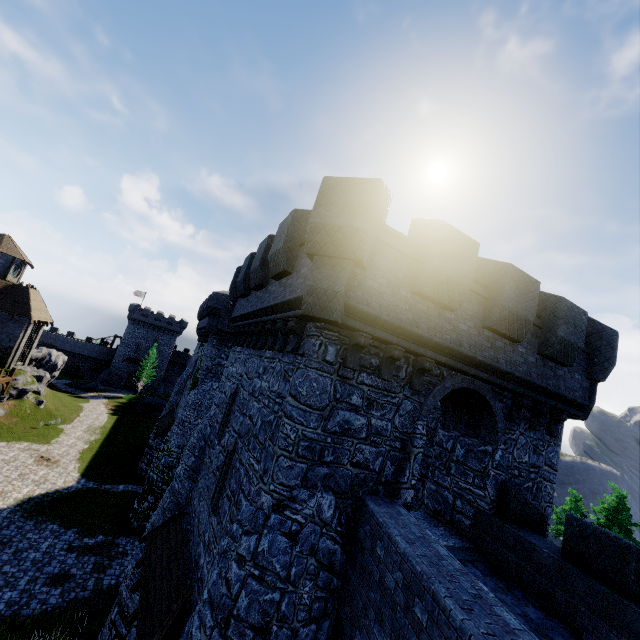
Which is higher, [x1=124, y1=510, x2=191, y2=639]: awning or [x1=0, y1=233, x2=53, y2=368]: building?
[x1=0, y1=233, x2=53, y2=368]: building

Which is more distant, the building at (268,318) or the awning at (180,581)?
the awning at (180,581)

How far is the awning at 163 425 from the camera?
24.8m

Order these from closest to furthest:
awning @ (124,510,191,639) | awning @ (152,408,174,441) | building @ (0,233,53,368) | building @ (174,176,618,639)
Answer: building @ (174,176,618,639)
awning @ (124,510,191,639)
awning @ (152,408,174,441)
building @ (0,233,53,368)

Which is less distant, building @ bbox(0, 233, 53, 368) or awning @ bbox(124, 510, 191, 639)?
awning @ bbox(124, 510, 191, 639)

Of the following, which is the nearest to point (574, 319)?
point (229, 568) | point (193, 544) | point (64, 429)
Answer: point (229, 568)

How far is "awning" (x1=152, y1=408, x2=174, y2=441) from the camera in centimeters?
2481cm

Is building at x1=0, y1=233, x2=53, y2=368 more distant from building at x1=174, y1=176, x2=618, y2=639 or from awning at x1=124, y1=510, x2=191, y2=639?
awning at x1=124, y1=510, x2=191, y2=639
